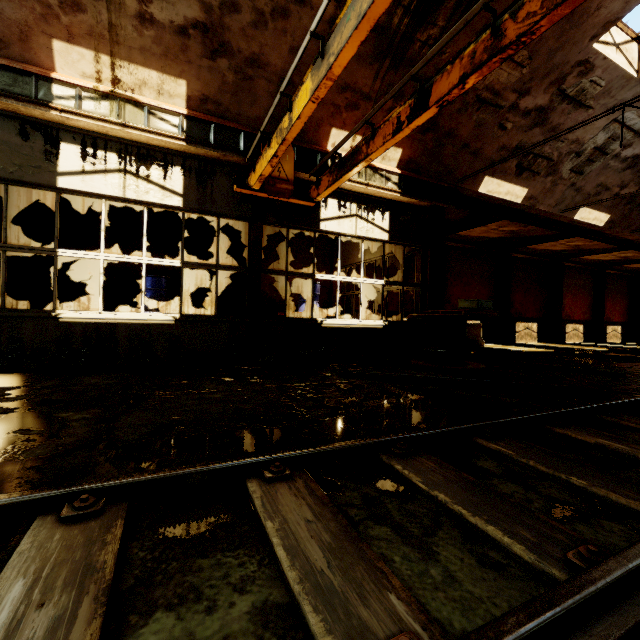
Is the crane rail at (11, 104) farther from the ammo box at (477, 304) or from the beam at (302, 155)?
the ammo box at (477, 304)

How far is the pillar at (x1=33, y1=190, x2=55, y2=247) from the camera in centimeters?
911cm

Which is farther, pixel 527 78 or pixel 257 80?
pixel 527 78

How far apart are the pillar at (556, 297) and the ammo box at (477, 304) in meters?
16.0 m

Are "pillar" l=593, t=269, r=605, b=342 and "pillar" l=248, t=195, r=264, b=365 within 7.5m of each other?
no

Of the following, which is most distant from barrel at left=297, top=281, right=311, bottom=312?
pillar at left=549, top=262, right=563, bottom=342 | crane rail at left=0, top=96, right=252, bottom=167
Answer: pillar at left=549, top=262, right=563, bottom=342

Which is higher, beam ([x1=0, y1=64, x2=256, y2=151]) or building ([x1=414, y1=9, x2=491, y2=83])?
building ([x1=414, y1=9, x2=491, y2=83])

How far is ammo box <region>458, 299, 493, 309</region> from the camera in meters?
7.0 m
